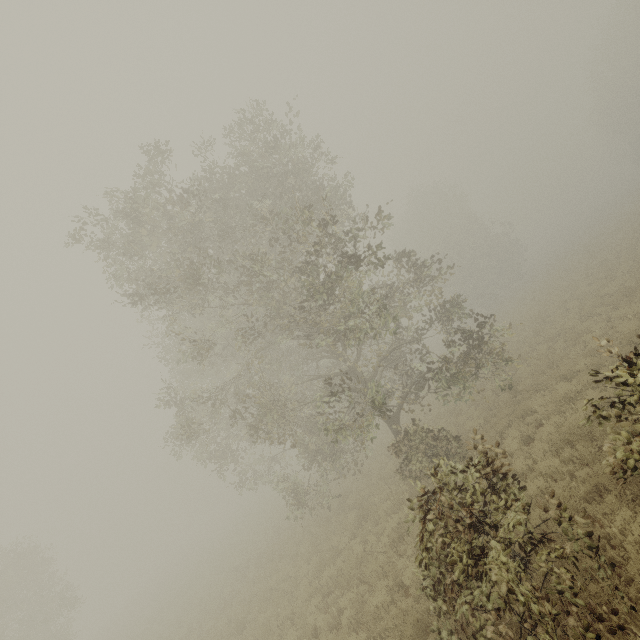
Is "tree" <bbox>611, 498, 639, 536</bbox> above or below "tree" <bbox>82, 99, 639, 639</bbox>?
below

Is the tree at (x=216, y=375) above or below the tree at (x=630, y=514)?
above

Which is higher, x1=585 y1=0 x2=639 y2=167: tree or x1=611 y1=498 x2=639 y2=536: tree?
x1=585 y1=0 x2=639 y2=167: tree

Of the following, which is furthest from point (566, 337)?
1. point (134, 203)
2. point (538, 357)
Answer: point (134, 203)

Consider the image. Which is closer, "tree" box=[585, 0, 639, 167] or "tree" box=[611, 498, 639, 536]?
"tree" box=[611, 498, 639, 536]

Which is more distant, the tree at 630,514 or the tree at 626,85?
the tree at 626,85
